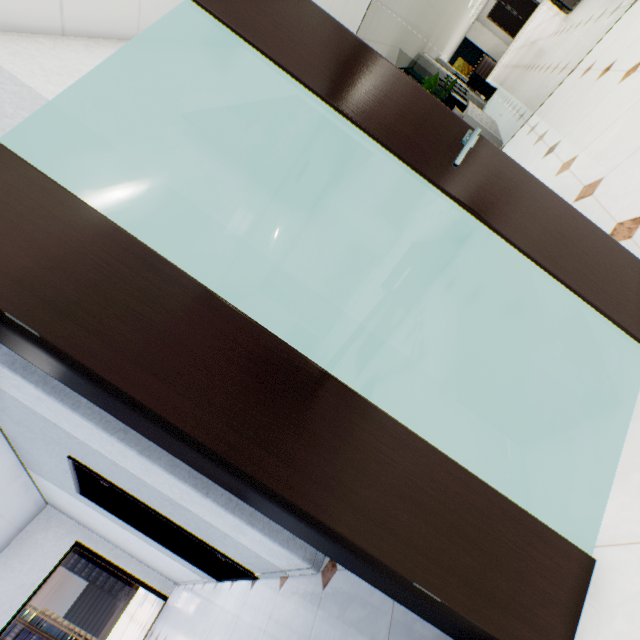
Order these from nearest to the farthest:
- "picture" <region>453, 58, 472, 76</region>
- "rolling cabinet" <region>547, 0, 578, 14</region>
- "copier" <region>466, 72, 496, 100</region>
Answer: "rolling cabinet" <region>547, 0, 578, 14</region>, "copier" <region>466, 72, 496, 100</region>, "picture" <region>453, 58, 472, 76</region>

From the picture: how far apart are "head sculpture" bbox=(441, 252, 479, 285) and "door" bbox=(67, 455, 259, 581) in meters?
3.0 m

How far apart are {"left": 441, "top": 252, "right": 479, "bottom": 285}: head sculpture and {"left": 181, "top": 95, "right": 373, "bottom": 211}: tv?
0.9m

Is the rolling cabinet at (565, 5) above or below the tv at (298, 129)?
below

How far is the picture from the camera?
24.7 meters

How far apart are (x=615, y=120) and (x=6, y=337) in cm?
399

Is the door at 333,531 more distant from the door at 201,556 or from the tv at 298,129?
the door at 201,556

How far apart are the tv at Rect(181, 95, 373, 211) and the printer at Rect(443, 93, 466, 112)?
5.6m
